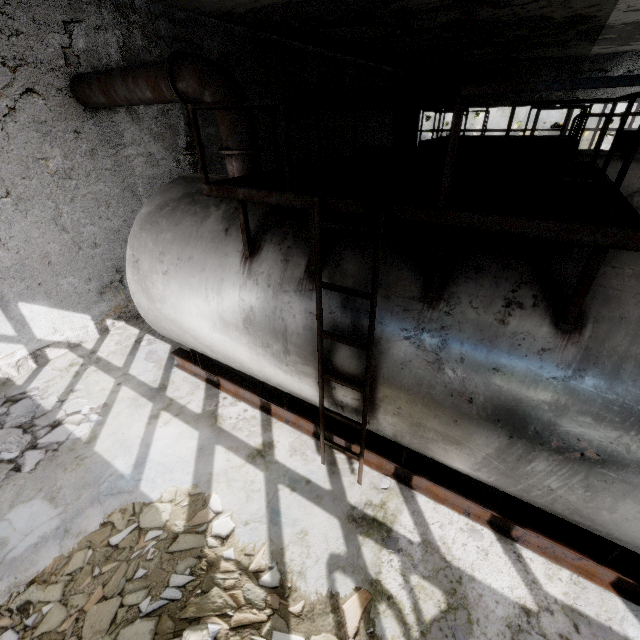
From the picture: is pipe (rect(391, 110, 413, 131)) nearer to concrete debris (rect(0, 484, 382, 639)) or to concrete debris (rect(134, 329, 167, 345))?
concrete debris (rect(134, 329, 167, 345))

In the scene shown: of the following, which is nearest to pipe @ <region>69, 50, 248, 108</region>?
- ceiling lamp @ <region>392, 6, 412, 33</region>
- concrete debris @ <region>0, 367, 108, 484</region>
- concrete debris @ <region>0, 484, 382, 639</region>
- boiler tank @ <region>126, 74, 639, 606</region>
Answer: ceiling lamp @ <region>392, 6, 412, 33</region>

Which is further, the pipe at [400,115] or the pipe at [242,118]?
the pipe at [400,115]

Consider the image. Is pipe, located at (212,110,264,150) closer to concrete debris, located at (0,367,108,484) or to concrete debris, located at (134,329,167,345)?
concrete debris, located at (134,329,167,345)

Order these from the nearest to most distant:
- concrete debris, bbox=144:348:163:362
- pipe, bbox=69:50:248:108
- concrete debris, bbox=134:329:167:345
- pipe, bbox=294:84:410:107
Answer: pipe, bbox=69:50:248:108 < concrete debris, bbox=144:348:163:362 < concrete debris, bbox=134:329:167:345 < pipe, bbox=294:84:410:107

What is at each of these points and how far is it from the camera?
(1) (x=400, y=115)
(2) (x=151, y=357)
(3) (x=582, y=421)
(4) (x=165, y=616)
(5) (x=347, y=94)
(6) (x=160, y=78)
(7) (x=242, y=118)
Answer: (1) pipe, 10.36m
(2) concrete debris, 7.39m
(3) boiler tank, 2.62m
(4) concrete debris, 3.12m
(5) pipe, 10.91m
(6) pipe, 5.11m
(7) pipe, 4.84m

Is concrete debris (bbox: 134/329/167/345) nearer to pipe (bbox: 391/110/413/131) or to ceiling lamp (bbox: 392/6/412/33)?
ceiling lamp (bbox: 392/6/412/33)

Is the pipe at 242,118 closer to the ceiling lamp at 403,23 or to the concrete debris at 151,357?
the ceiling lamp at 403,23
